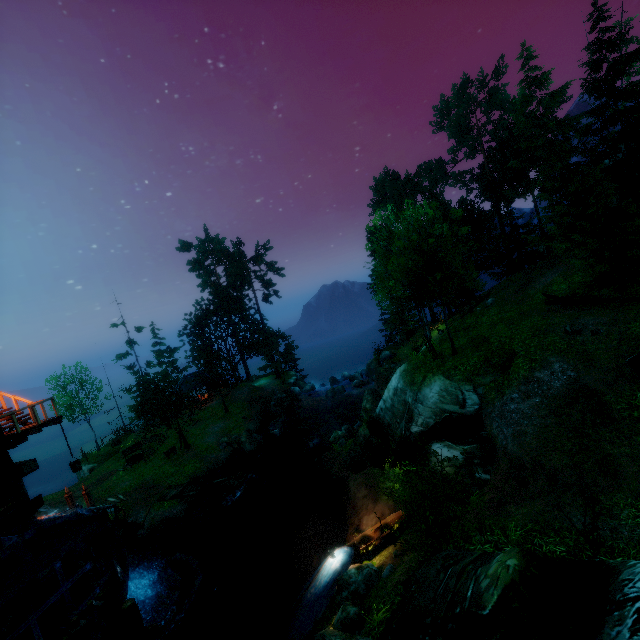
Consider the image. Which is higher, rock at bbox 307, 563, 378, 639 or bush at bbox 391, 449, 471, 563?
bush at bbox 391, 449, 471, 563

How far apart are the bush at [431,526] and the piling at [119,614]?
11.6 meters

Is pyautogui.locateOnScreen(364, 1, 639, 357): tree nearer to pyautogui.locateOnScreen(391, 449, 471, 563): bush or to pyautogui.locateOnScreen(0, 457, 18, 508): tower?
pyautogui.locateOnScreen(391, 449, 471, 563): bush

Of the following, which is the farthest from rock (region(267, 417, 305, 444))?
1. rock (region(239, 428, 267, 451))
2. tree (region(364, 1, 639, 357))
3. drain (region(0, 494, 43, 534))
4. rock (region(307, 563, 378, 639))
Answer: rock (region(307, 563, 378, 639))

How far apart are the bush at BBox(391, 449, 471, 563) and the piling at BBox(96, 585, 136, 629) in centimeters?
1163cm

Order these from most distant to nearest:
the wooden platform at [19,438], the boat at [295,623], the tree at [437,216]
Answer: the tree at [437,216] < the wooden platform at [19,438] < the boat at [295,623]

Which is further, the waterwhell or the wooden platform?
the wooden platform

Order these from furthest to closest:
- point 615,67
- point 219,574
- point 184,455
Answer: point 184,455 < point 615,67 < point 219,574
